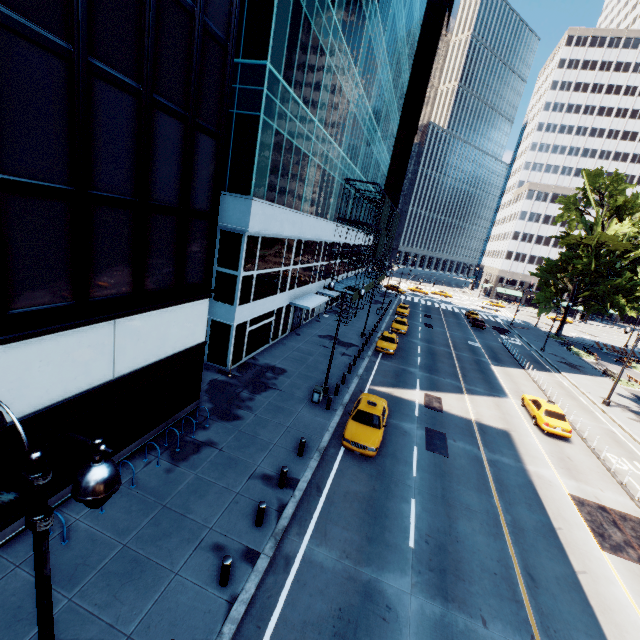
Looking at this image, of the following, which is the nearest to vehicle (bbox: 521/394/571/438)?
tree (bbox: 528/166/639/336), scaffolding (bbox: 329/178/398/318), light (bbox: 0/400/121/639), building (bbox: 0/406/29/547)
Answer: tree (bbox: 528/166/639/336)

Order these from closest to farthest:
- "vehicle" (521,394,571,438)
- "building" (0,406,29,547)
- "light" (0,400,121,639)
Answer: "light" (0,400,121,639), "building" (0,406,29,547), "vehicle" (521,394,571,438)

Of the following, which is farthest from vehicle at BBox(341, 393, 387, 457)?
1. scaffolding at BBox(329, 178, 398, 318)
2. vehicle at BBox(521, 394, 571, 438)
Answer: scaffolding at BBox(329, 178, 398, 318)

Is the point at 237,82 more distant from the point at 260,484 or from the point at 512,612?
the point at 512,612

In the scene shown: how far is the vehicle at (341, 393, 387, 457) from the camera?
15.5 meters

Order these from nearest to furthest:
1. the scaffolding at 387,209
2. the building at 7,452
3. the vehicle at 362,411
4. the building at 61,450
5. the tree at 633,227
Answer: the building at 7,452 → the building at 61,450 → the vehicle at 362,411 → the scaffolding at 387,209 → the tree at 633,227

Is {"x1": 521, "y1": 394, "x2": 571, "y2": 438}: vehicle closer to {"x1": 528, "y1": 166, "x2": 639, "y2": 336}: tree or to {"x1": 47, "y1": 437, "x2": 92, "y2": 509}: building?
{"x1": 528, "y1": 166, "x2": 639, "y2": 336}: tree

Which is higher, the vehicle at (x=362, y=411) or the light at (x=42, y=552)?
the light at (x=42, y=552)
